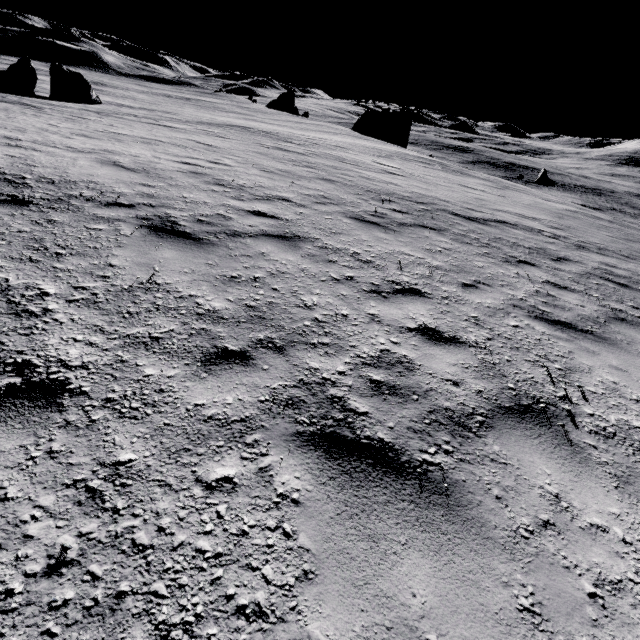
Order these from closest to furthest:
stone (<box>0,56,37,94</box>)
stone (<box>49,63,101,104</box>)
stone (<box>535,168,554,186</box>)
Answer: stone (<box>0,56,37,94</box>) → stone (<box>49,63,101,104</box>) → stone (<box>535,168,554,186</box>)

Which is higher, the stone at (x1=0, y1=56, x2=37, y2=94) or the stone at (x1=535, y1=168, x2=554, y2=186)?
the stone at (x1=0, y1=56, x2=37, y2=94)

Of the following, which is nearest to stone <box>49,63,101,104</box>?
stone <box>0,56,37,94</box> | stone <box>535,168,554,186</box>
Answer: stone <box>0,56,37,94</box>

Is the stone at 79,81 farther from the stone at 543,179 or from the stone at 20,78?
the stone at 543,179

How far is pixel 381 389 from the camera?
2.8 meters

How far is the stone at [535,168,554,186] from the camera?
46.1m
